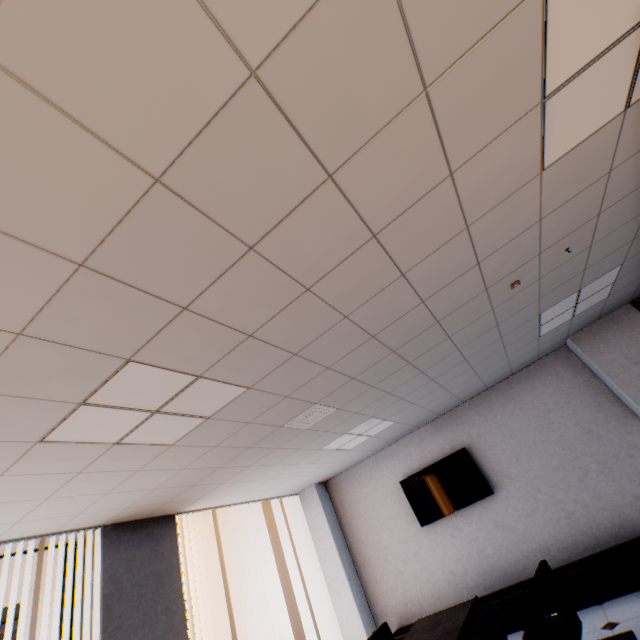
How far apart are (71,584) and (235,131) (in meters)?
5.13

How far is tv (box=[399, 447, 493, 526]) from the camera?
5.6 meters

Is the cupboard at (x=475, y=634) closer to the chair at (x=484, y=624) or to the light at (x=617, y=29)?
the chair at (x=484, y=624)

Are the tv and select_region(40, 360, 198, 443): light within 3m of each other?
no

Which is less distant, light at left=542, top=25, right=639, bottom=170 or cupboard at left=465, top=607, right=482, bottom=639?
light at left=542, top=25, right=639, bottom=170

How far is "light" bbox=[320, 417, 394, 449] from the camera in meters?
4.8 m

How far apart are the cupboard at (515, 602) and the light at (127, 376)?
5.2 meters

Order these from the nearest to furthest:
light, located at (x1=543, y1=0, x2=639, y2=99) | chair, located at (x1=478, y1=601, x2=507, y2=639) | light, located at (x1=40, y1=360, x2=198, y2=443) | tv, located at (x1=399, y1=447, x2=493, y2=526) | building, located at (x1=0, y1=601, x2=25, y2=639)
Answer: light, located at (x1=543, y1=0, x2=639, y2=99) < light, located at (x1=40, y1=360, x2=198, y2=443) < chair, located at (x1=478, y1=601, x2=507, y2=639) < tv, located at (x1=399, y1=447, x2=493, y2=526) < building, located at (x1=0, y1=601, x2=25, y2=639)
